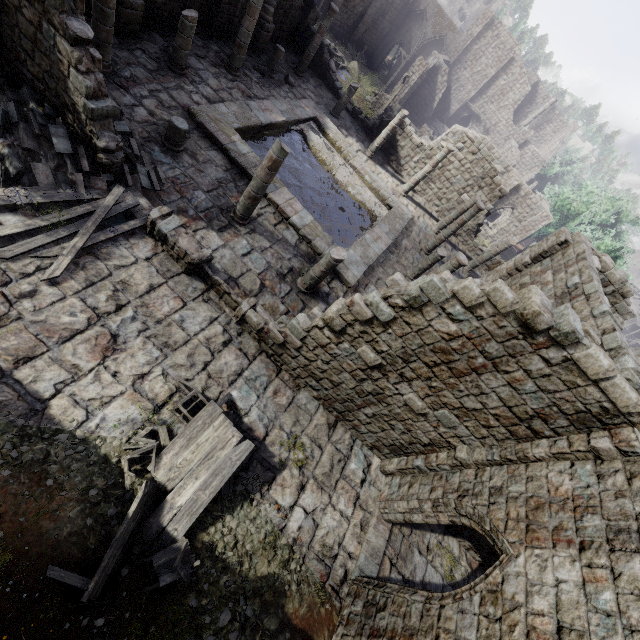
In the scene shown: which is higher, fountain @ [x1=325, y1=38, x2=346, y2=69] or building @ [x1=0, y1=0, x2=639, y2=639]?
building @ [x1=0, y1=0, x2=639, y2=639]

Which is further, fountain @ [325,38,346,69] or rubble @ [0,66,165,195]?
fountain @ [325,38,346,69]

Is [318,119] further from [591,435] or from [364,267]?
[591,435]

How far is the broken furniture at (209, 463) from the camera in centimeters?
566cm

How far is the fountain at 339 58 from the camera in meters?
32.7 m

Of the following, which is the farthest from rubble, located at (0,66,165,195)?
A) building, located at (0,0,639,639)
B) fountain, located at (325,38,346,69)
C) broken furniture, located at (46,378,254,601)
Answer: fountain, located at (325,38,346,69)

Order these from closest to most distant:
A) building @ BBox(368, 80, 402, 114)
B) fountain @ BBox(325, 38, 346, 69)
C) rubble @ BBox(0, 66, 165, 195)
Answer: rubble @ BBox(0, 66, 165, 195) < building @ BBox(368, 80, 402, 114) < fountain @ BBox(325, 38, 346, 69)

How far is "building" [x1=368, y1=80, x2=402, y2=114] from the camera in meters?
31.4
